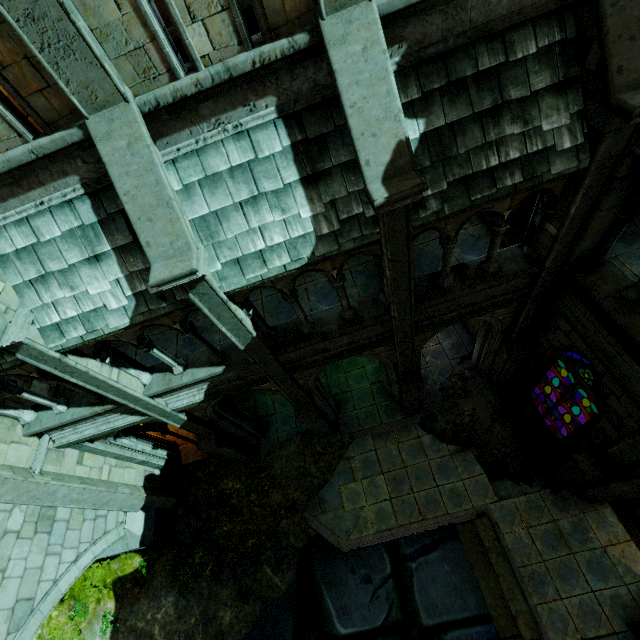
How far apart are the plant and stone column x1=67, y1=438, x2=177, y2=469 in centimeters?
123cm

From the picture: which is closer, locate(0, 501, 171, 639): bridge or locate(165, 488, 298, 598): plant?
locate(0, 501, 171, 639): bridge

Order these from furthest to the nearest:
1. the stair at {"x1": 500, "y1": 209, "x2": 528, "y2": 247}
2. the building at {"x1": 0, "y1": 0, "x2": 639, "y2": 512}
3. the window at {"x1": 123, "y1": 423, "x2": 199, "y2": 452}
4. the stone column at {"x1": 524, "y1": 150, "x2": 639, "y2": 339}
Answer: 1. the window at {"x1": 123, "y1": 423, "x2": 199, "y2": 452}
2. the stair at {"x1": 500, "y1": 209, "x2": 528, "y2": 247}
3. the stone column at {"x1": 524, "y1": 150, "x2": 639, "y2": 339}
4. the building at {"x1": 0, "y1": 0, "x2": 639, "y2": 512}

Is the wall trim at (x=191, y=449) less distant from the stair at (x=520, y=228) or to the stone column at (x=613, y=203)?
the stone column at (x=613, y=203)

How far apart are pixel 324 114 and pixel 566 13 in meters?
3.4 m

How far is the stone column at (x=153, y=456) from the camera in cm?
925

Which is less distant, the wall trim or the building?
the building

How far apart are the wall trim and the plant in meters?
0.8 m
